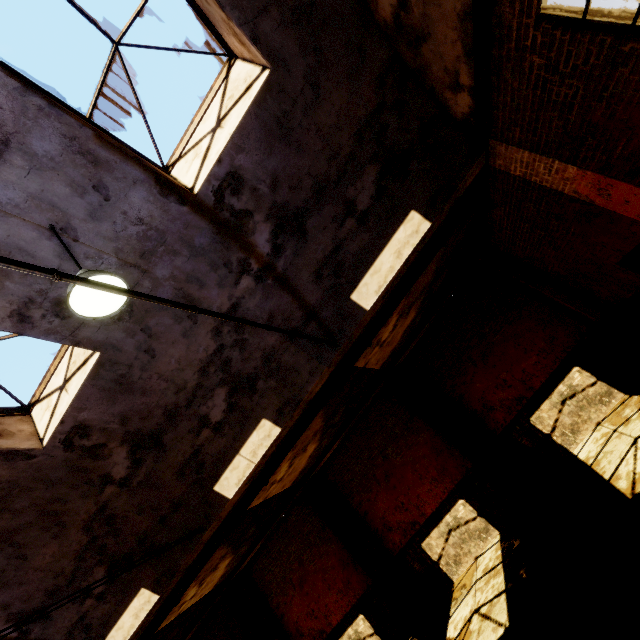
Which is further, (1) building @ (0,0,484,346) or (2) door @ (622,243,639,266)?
(2) door @ (622,243,639,266)

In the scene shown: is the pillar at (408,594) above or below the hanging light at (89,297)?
below

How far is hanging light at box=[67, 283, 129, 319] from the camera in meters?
3.1 m

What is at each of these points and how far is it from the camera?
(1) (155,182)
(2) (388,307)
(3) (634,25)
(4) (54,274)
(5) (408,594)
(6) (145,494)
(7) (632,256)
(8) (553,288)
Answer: (1) building, 4.4 meters
(2) pipe, 6.8 meters
(3) window frame, 3.0 meters
(4) pipe, 2.1 meters
(5) pillar, 9.5 meters
(6) building, 6.7 meters
(7) door, 6.1 meters
(8) pillar, 9.1 meters

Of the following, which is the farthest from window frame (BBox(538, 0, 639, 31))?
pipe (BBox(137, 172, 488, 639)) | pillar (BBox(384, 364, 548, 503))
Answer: pillar (BBox(384, 364, 548, 503))

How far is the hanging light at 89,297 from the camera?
3.09m

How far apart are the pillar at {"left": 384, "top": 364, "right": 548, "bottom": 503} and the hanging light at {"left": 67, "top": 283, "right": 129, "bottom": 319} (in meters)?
8.82

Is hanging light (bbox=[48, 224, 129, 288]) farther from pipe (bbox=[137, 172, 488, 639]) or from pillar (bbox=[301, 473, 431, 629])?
pillar (bbox=[301, 473, 431, 629])
